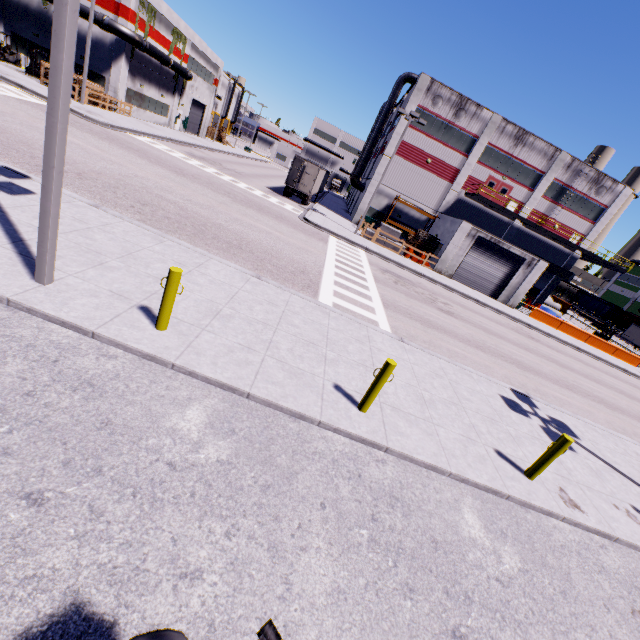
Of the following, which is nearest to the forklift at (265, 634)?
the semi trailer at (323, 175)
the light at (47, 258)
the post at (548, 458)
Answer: the light at (47, 258)

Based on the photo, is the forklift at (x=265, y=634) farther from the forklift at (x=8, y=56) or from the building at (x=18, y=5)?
the forklift at (x=8, y=56)

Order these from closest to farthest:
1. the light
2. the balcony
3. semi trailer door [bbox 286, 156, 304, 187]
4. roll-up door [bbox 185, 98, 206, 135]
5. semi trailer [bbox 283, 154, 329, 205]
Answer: the light → semi trailer door [bbox 286, 156, 304, 187] → semi trailer [bbox 283, 154, 329, 205] → the balcony → roll-up door [bbox 185, 98, 206, 135]

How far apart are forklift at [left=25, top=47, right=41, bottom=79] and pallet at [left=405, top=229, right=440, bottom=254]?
36.0 meters

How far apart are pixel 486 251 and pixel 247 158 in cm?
4540

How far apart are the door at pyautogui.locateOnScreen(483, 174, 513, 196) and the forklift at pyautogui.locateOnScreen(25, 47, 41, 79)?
42.7 meters

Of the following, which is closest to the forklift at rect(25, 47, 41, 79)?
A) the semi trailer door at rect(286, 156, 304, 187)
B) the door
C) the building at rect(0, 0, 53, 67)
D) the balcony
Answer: the building at rect(0, 0, 53, 67)

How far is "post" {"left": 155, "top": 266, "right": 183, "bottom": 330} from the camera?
5.29m
